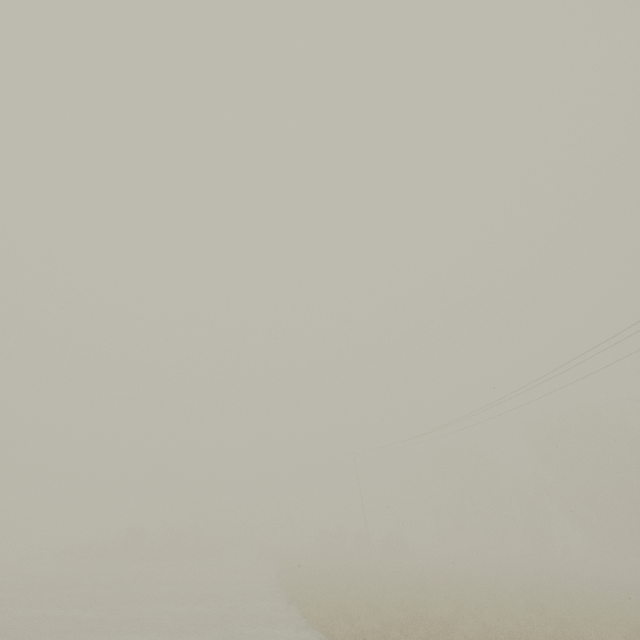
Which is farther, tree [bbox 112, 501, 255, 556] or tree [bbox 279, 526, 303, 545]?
tree [bbox 279, 526, 303, 545]

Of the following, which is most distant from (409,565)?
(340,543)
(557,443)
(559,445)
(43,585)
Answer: (43,585)

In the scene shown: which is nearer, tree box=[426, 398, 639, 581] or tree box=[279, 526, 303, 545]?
tree box=[426, 398, 639, 581]

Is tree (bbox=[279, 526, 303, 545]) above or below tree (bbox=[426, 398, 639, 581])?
below

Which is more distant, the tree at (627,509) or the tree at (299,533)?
the tree at (299,533)

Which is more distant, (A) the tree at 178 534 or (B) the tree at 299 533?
(B) the tree at 299 533

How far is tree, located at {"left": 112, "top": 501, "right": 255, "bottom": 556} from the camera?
35.69m
